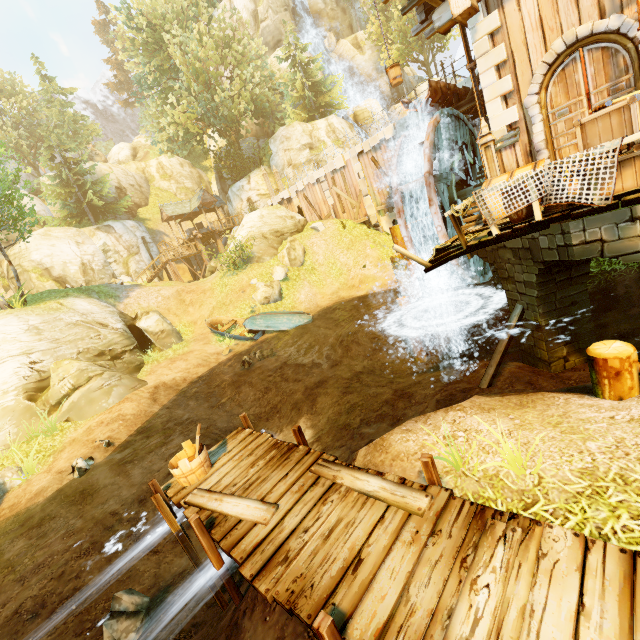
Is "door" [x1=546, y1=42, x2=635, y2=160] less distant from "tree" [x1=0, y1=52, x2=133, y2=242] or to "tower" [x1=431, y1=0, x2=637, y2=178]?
"tower" [x1=431, y1=0, x2=637, y2=178]

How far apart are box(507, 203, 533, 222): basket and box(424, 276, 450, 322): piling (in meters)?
7.89

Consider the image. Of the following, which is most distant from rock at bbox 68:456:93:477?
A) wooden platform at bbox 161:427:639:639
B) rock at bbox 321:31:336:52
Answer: rock at bbox 321:31:336:52

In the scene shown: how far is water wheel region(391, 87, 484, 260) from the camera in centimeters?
1012cm

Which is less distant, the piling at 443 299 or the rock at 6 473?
the rock at 6 473

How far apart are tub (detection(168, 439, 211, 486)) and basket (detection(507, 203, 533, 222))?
7.5m

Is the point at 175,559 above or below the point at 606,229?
below

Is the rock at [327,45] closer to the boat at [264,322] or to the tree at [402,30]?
the tree at [402,30]
